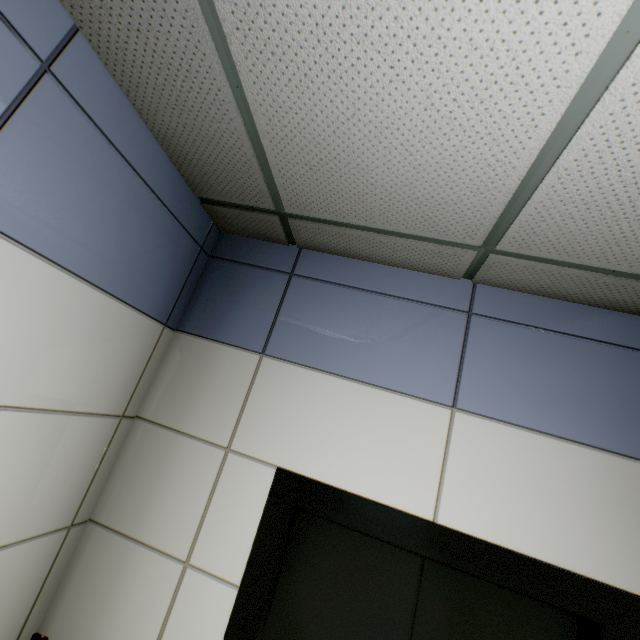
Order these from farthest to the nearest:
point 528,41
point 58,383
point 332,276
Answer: point 332,276 → point 58,383 → point 528,41
